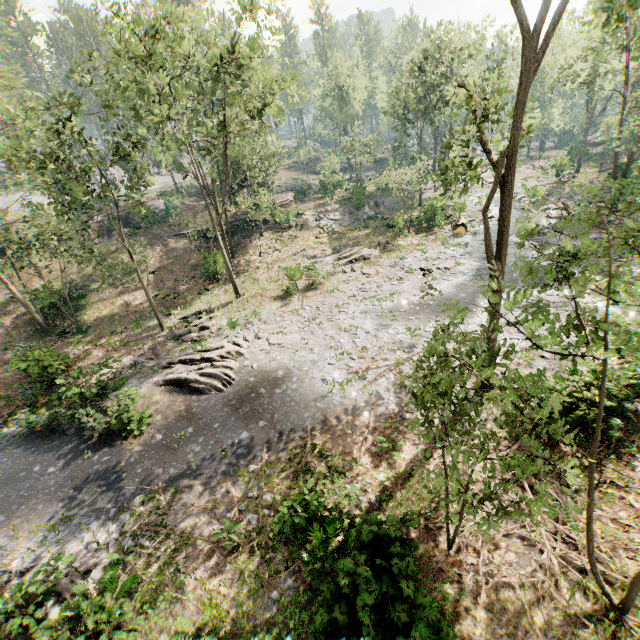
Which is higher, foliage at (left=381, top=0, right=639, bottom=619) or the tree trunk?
foliage at (left=381, top=0, right=639, bottom=619)

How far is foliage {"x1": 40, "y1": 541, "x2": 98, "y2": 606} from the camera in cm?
859

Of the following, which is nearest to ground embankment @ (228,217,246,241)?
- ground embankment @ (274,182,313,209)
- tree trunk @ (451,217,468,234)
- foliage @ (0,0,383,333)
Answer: foliage @ (0,0,383,333)

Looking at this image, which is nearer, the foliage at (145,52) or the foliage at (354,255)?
the foliage at (145,52)

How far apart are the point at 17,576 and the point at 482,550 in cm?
1368

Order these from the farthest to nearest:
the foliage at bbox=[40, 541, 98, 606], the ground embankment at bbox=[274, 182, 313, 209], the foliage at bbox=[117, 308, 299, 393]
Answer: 1. the ground embankment at bbox=[274, 182, 313, 209]
2. the foliage at bbox=[117, 308, 299, 393]
3. the foliage at bbox=[40, 541, 98, 606]

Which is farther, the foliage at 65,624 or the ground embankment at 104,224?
the ground embankment at 104,224

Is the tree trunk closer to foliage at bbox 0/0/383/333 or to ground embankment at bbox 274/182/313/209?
foliage at bbox 0/0/383/333
